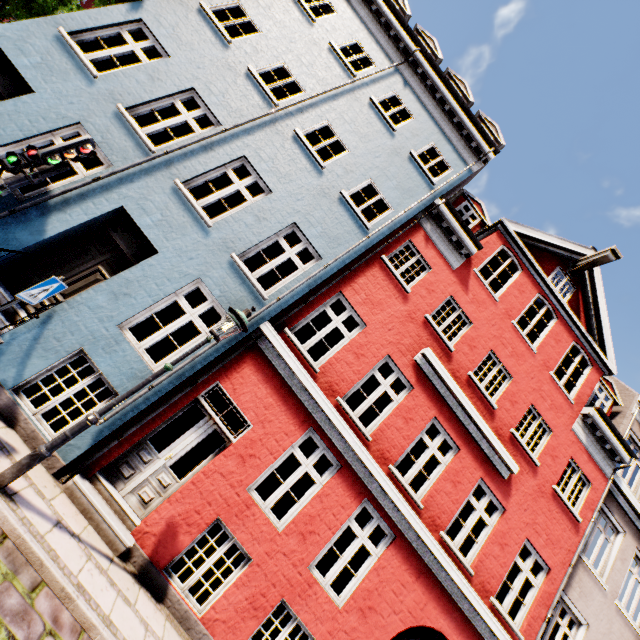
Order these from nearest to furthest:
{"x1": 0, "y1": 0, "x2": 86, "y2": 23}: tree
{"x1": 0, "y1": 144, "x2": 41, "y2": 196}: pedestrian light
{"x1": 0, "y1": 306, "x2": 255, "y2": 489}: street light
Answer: {"x1": 0, "y1": 306, "x2": 255, "y2": 489}: street light → {"x1": 0, "y1": 144, "x2": 41, "y2": 196}: pedestrian light → {"x1": 0, "y1": 0, "x2": 86, "y2": 23}: tree

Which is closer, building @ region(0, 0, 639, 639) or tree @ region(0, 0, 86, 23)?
building @ region(0, 0, 639, 639)

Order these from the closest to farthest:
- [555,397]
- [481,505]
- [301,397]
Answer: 1. [301,397]
2. [481,505]
3. [555,397]

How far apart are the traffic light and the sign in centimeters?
168cm

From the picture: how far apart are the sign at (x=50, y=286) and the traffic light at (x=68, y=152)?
1.7 meters

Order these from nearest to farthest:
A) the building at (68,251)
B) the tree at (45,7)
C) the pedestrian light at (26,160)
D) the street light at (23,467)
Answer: the street light at (23,467)
the pedestrian light at (26,160)
the building at (68,251)
the tree at (45,7)

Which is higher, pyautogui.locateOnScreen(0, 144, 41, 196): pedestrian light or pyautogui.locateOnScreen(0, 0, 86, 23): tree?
pyautogui.locateOnScreen(0, 0, 86, 23): tree

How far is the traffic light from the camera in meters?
4.7
